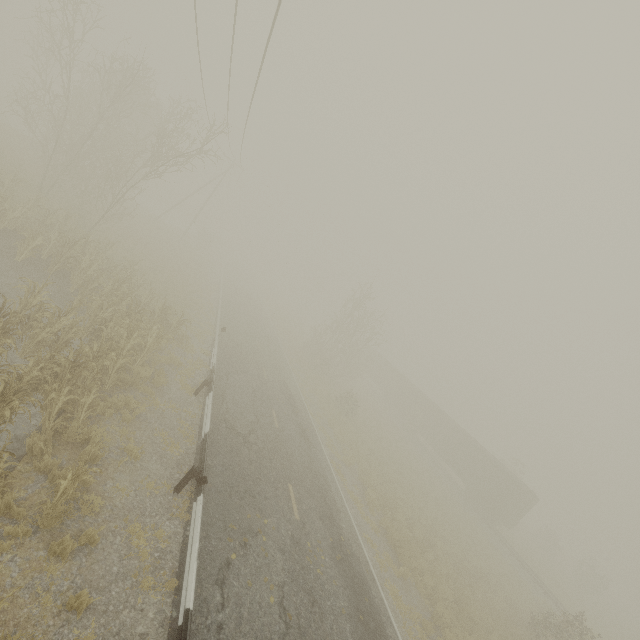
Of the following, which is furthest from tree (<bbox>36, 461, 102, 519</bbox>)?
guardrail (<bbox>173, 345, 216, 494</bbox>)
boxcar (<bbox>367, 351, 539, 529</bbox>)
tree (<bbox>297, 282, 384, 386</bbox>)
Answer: boxcar (<bbox>367, 351, 539, 529</bbox>)

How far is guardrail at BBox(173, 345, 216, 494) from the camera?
8.4m

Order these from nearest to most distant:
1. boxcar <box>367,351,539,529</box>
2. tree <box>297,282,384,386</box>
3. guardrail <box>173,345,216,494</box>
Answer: guardrail <box>173,345,216,494</box> < boxcar <box>367,351,539,529</box> < tree <box>297,282,384,386</box>

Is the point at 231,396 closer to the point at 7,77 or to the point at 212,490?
the point at 212,490

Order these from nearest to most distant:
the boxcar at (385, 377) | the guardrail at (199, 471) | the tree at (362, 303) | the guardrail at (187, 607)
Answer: the guardrail at (187, 607) → the guardrail at (199, 471) → the boxcar at (385, 377) → the tree at (362, 303)

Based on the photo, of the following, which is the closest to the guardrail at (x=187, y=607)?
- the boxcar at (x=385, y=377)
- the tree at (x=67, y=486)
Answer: the tree at (x=67, y=486)

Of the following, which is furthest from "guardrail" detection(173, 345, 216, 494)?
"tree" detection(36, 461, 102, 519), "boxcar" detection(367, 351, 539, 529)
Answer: "boxcar" detection(367, 351, 539, 529)
